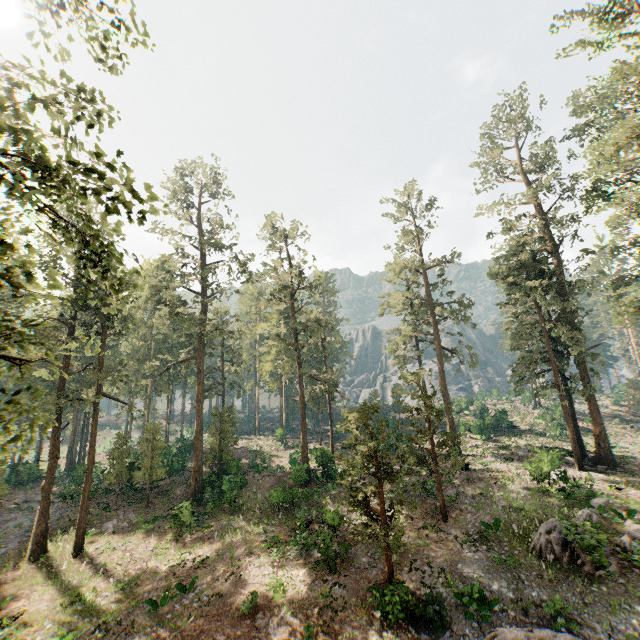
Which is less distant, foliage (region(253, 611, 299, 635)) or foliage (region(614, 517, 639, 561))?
foliage (region(253, 611, 299, 635))

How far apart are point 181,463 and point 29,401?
21.08m

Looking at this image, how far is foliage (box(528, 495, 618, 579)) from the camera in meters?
16.0 m

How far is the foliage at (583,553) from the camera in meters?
16.0

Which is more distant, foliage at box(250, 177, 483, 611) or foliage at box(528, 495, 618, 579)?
foliage at box(250, 177, 483, 611)
